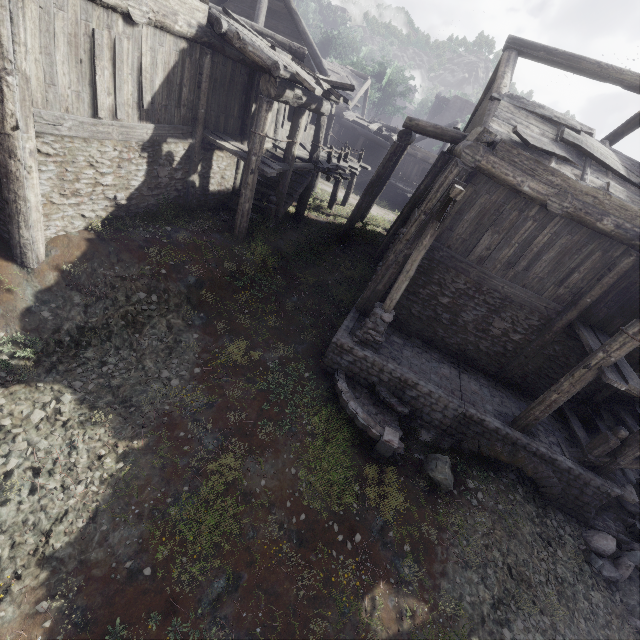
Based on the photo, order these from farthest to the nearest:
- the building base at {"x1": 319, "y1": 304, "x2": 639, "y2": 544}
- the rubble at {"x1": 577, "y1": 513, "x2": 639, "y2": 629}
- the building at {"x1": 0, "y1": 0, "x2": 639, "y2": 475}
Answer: the building base at {"x1": 319, "y1": 304, "x2": 639, "y2": 544} → the rubble at {"x1": 577, "y1": 513, "x2": 639, "y2": 629} → the building at {"x1": 0, "y1": 0, "x2": 639, "y2": 475}

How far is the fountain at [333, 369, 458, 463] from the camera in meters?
8.0 m

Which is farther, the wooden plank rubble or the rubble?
the wooden plank rubble

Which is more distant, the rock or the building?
the rock

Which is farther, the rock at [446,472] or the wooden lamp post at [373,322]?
the rock at [446,472]

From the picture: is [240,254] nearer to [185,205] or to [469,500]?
[185,205]

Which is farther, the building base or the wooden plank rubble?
the wooden plank rubble

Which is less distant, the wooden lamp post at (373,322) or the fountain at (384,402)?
the wooden lamp post at (373,322)
